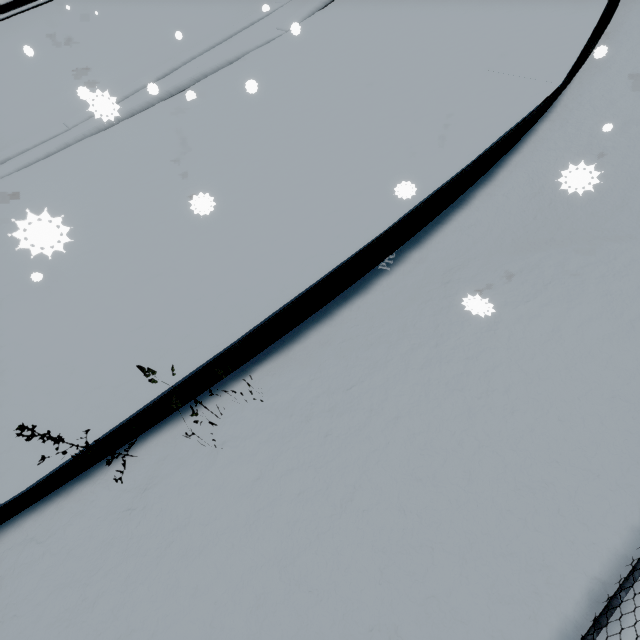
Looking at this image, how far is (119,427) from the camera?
2.67m
